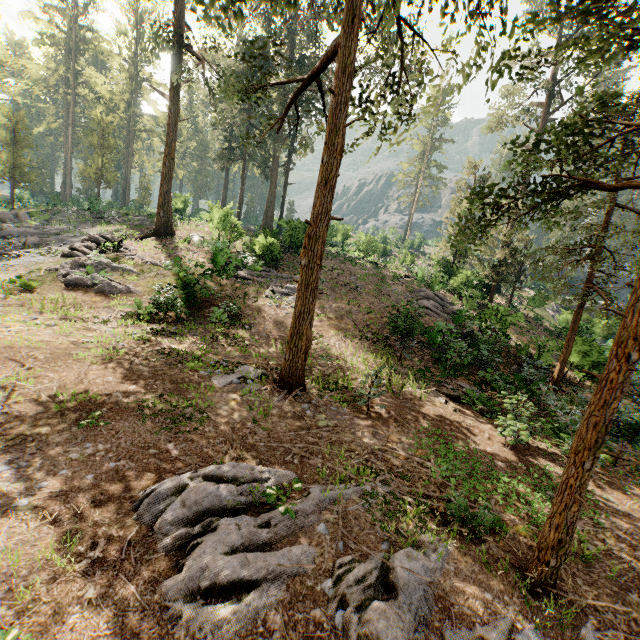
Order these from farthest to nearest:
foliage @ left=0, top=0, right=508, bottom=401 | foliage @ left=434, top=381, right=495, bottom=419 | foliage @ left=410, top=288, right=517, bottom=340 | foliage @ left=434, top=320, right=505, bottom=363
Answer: foliage @ left=410, top=288, right=517, bottom=340 < foliage @ left=434, top=320, right=505, bottom=363 < foliage @ left=434, top=381, right=495, bottom=419 < foliage @ left=0, top=0, right=508, bottom=401

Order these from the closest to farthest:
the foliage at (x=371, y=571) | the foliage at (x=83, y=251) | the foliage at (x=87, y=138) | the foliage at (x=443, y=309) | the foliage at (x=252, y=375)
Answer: the foliage at (x=371, y=571) → the foliage at (x=87, y=138) → the foliage at (x=252, y=375) → the foliage at (x=83, y=251) → the foliage at (x=443, y=309)

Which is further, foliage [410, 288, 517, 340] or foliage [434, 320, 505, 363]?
foliage [410, 288, 517, 340]

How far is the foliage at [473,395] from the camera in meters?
11.7 m

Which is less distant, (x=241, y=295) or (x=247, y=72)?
(x=247, y=72)

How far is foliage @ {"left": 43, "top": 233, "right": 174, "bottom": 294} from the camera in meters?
16.6
